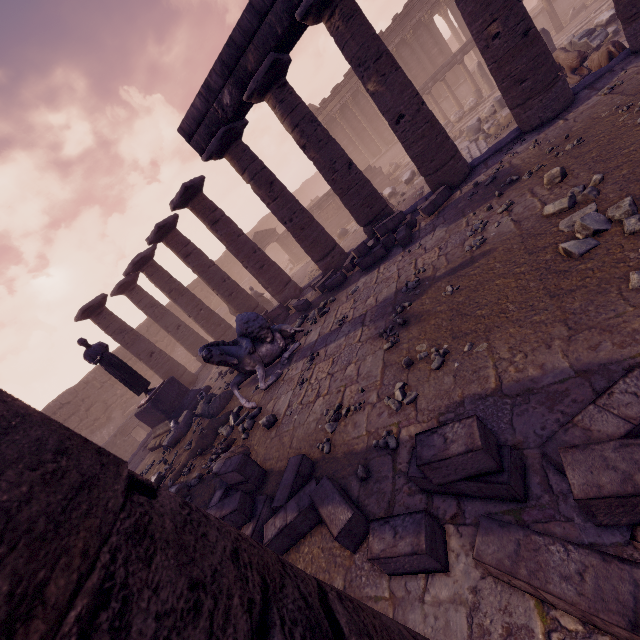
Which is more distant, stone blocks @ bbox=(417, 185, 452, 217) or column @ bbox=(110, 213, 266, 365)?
column @ bbox=(110, 213, 266, 365)

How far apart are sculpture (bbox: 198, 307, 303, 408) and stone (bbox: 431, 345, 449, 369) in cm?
397

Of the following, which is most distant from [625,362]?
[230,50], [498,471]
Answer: [230,50]

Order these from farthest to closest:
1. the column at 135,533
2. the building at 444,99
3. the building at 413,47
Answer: the building at 444,99
the building at 413,47
the column at 135,533

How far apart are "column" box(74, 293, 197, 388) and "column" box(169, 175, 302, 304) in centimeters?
525cm

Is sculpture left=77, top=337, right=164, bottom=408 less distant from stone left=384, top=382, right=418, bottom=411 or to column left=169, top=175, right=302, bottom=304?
column left=169, top=175, right=302, bottom=304

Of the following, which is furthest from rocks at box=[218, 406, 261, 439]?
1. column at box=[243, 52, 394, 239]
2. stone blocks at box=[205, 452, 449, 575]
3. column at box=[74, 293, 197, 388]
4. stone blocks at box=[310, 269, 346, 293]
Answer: column at box=[74, 293, 197, 388]

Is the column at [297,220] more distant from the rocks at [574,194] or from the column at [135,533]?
the column at [135,533]
